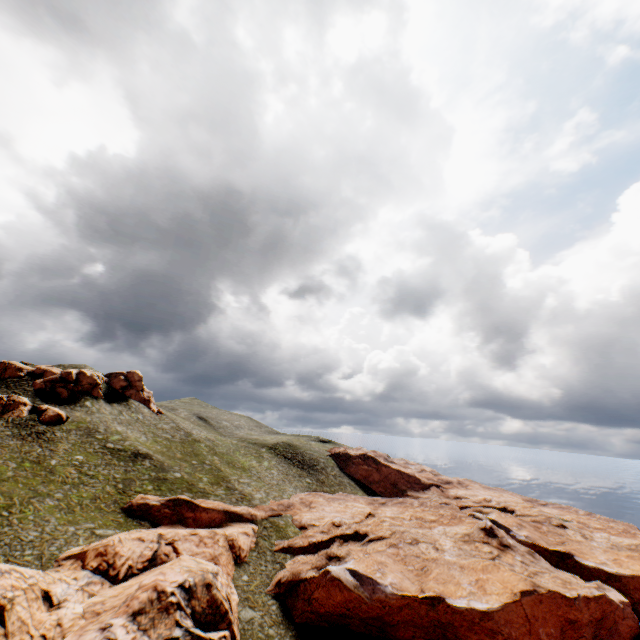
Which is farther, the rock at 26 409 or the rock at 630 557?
the rock at 26 409

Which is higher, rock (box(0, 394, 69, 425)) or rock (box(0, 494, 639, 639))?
rock (box(0, 394, 69, 425))

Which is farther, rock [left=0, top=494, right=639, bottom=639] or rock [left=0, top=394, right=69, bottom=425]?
rock [left=0, top=394, right=69, bottom=425]

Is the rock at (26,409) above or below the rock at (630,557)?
above

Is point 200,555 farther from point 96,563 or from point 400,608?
point 400,608
